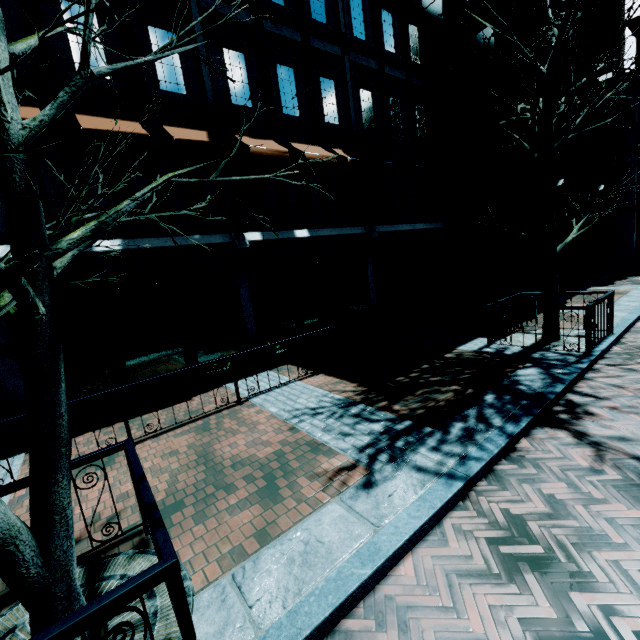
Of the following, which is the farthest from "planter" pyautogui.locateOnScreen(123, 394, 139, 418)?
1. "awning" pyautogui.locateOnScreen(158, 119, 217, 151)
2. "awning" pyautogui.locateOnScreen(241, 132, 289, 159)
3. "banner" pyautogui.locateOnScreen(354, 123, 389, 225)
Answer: "banner" pyautogui.locateOnScreen(354, 123, 389, 225)

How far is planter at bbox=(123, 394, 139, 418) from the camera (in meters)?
6.77

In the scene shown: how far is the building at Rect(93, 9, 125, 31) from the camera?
6.8 meters

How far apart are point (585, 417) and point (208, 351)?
7.87m

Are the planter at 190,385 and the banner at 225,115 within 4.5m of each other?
yes

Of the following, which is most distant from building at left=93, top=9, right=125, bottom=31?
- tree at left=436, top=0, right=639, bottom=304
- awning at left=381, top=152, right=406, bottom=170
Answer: tree at left=436, top=0, right=639, bottom=304

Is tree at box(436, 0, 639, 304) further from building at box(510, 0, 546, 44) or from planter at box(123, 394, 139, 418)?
planter at box(123, 394, 139, 418)

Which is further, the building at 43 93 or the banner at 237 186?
the banner at 237 186
